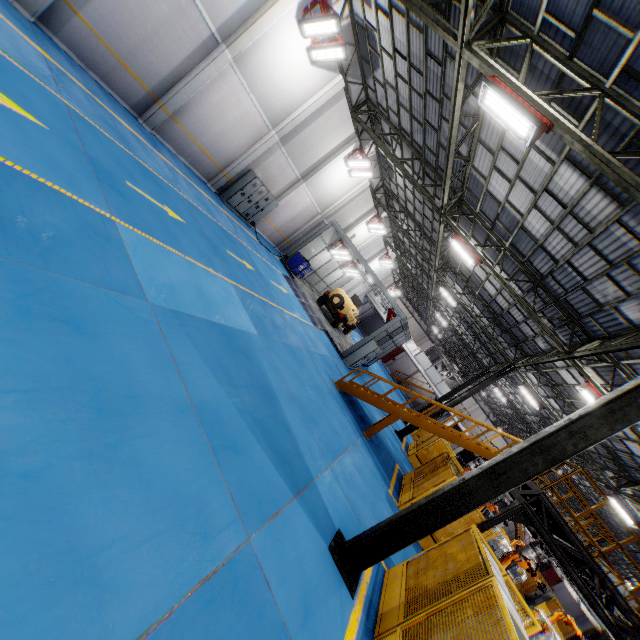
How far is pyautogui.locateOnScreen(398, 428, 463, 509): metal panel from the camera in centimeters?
1087cm

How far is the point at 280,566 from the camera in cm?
444

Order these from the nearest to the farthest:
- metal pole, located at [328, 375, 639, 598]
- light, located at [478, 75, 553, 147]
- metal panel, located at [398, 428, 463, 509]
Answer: metal pole, located at [328, 375, 639, 598] < light, located at [478, 75, 553, 147] < metal panel, located at [398, 428, 463, 509]

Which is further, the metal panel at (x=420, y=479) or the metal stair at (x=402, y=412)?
the metal stair at (x=402, y=412)

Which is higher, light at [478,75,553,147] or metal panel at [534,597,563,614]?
light at [478,75,553,147]

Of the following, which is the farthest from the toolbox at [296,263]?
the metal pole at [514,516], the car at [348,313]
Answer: the metal pole at [514,516]

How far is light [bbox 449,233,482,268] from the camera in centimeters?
1341cm

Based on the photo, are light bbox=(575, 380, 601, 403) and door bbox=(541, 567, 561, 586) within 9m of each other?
no
